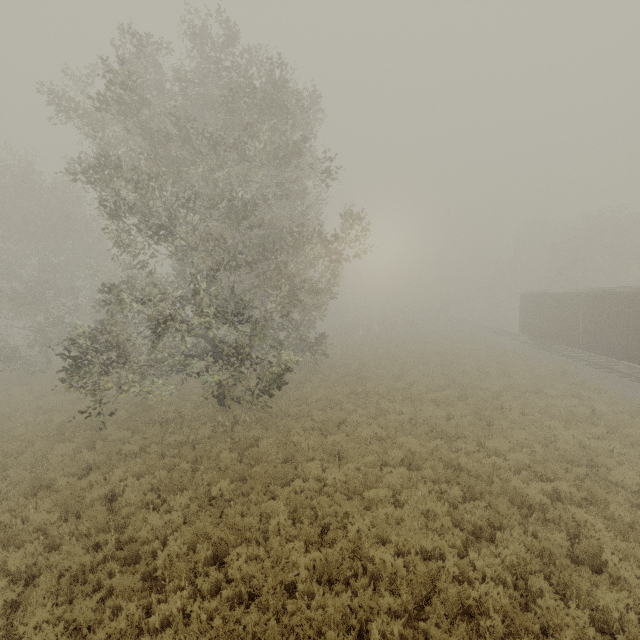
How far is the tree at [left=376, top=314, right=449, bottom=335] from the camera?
45.9 meters

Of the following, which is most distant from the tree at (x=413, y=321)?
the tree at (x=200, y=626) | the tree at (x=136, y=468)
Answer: the tree at (x=200, y=626)

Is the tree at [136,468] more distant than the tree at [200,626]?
Yes

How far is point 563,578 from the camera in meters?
6.0

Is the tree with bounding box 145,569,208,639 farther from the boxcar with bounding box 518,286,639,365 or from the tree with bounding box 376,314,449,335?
the boxcar with bounding box 518,286,639,365

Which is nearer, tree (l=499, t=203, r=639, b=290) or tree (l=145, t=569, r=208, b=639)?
tree (l=145, t=569, r=208, b=639)

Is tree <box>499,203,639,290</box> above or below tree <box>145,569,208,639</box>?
above
